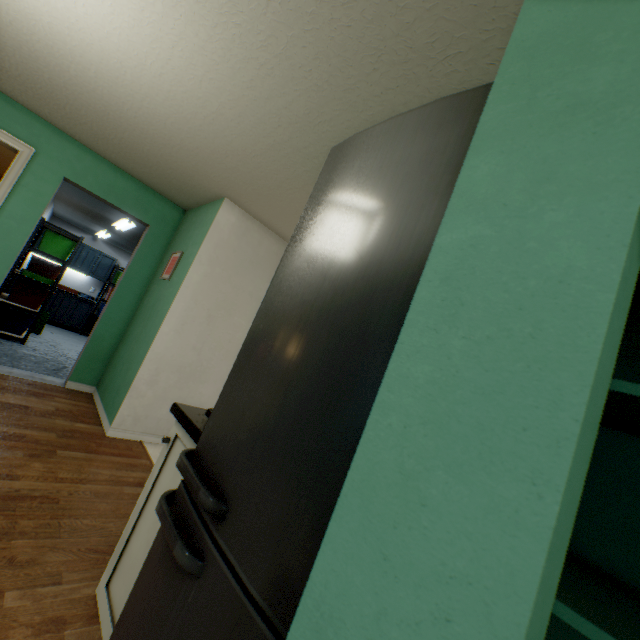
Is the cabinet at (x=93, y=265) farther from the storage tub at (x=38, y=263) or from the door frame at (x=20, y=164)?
the door frame at (x=20, y=164)

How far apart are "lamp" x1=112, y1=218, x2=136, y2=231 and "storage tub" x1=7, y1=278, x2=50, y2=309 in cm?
153

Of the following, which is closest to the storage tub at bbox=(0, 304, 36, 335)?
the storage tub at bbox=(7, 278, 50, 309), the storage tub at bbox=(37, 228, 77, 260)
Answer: the storage tub at bbox=(7, 278, 50, 309)

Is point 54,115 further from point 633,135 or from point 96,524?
point 633,135

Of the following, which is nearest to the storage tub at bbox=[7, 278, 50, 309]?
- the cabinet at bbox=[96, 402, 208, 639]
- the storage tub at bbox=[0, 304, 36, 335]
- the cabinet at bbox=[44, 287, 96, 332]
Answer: the storage tub at bbox=[0, 304, 36, 335]

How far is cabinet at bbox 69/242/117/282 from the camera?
8.0m

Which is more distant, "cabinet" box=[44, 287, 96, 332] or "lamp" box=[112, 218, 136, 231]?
"cabinet" box=[44, 287, 96, 332]

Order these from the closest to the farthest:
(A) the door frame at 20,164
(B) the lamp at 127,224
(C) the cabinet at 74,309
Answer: (A) the door frame at 20,164, (B) the lamp at 127,224, (C) the cabinet at 74,309
